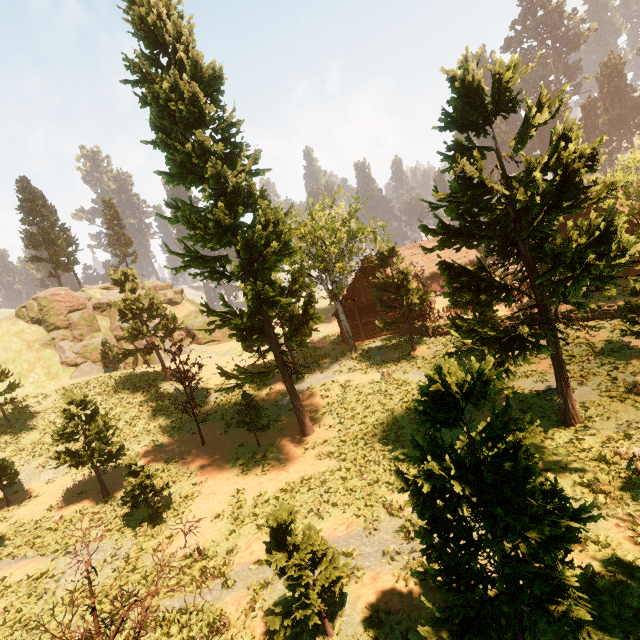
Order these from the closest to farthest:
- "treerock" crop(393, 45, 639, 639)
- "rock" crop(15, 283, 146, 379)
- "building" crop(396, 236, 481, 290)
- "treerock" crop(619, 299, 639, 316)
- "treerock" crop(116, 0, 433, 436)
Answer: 1. "treerock" crop(393, 45, 639, 639)
2. "treerock" crop(116, 0, 433, 436)
3. "treerock" crop(619, 299, 639, 316)
4. "rock" crop(15, 283, 146, 379)
5. "building" crop(396, 236, 481, 290)

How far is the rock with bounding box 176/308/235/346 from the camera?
44.9m

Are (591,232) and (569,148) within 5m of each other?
Result: yes

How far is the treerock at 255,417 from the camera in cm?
1927

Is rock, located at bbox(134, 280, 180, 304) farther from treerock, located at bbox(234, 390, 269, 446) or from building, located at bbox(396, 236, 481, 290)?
building, located at bbox(396, 236, 481, 290)

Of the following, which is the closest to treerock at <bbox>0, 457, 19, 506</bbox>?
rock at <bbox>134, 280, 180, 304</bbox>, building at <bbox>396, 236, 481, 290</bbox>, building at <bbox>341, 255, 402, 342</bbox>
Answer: building at <bbox>396, 236, 481, 290</bbox>

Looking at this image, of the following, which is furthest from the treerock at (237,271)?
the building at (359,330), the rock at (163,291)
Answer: the rock at (163,291)
